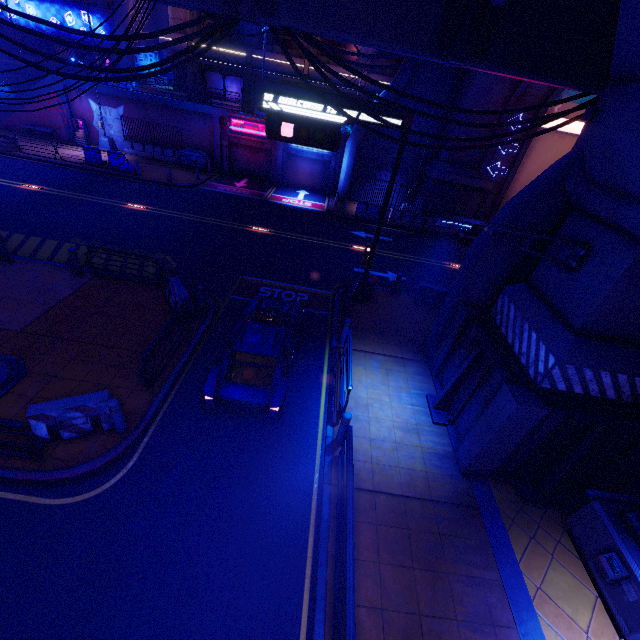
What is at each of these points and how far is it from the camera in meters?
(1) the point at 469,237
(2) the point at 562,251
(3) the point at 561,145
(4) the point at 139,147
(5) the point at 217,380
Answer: (1) tunnel, 23.7
(2) pillar, 7.3
(3) tunnel, 22.1
(4) fence, 27.4
(5) car, 8.1

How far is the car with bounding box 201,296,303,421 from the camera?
7.76m

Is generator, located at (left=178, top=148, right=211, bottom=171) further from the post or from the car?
the post

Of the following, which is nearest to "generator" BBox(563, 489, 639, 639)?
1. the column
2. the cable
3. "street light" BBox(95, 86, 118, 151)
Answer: the cable

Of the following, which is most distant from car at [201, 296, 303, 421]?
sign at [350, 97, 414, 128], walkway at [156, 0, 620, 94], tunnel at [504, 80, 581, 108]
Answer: tunnel at [504, 80, 581, 108]

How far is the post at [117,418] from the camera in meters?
7.1

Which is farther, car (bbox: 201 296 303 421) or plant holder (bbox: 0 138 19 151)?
plant holder (bbox: 0 138 19 151)

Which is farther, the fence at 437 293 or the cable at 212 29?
the fence at 437 293
